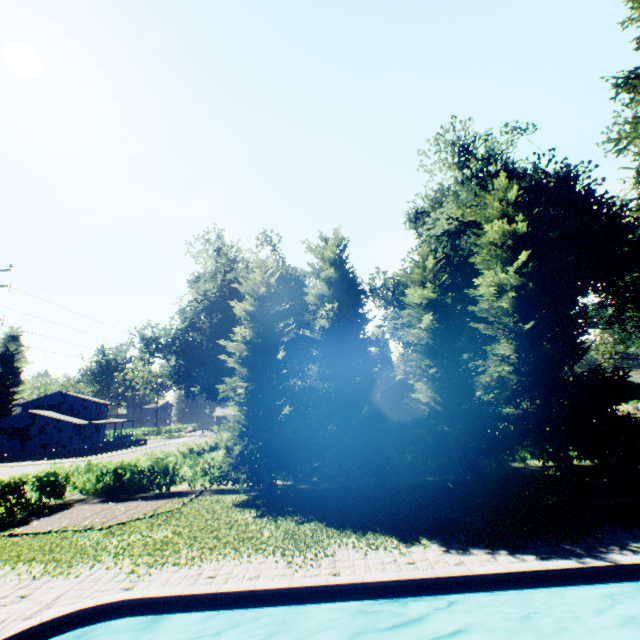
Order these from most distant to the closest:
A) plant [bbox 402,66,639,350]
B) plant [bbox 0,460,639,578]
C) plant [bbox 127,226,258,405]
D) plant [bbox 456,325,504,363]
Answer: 1. plant [bbox 127,226,258,405]
2. plant [bbox 456,325,504,363]
3. plant [bbox 402,66,639,350]
4. plant [bbox 0,460,639,578]

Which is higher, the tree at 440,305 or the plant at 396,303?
the plant at 396,303

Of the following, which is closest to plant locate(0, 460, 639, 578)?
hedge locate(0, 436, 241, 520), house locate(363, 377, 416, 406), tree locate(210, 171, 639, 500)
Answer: tree locate(210, 171, 639, 500)

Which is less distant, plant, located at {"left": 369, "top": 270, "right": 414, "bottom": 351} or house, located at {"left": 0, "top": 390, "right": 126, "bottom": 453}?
plant, located at {"left": 369, "top": 270, "right": 414, "bottom": 351}

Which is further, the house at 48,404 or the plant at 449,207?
the house at 48,404

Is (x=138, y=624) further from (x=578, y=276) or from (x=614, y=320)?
(x=614, y=320)

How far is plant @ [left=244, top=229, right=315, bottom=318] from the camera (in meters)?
35.66

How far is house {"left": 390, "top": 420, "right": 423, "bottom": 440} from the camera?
24.2 meters
